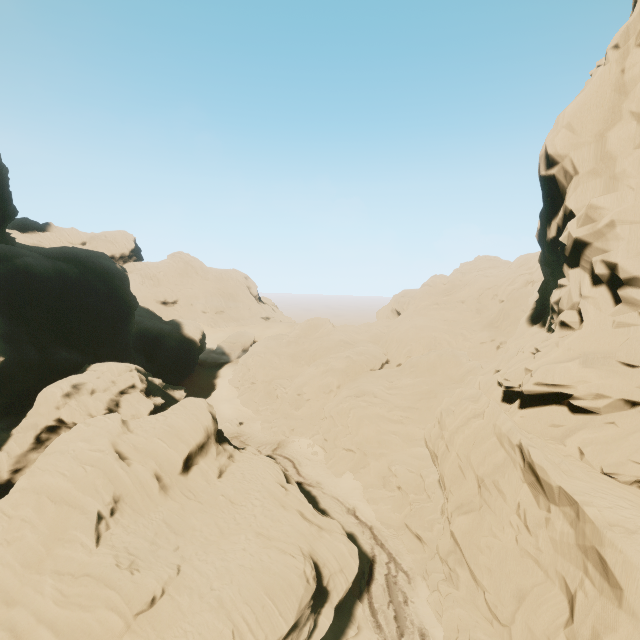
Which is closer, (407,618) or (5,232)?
(407,618)

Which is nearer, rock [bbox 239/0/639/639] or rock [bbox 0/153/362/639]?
rock [bbox 239/0/639/639]

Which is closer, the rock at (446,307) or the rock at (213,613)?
the rock at (446,307)
